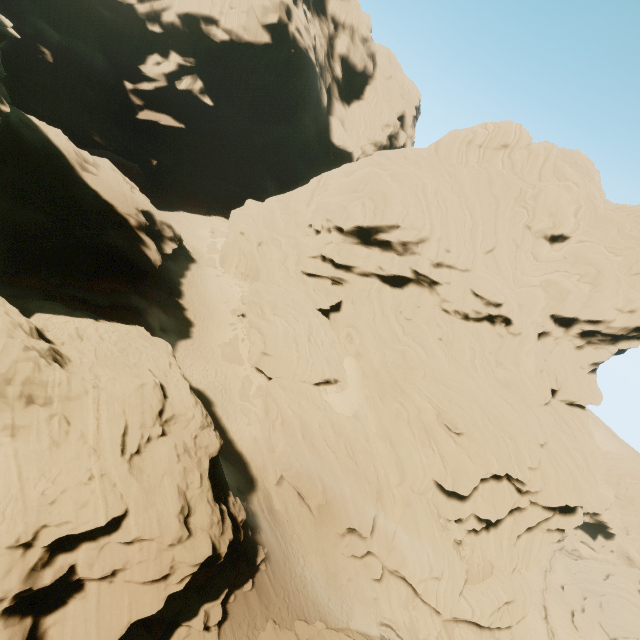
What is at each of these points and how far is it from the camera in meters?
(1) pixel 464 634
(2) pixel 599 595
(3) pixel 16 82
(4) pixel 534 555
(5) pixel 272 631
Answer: (1) rock, 28.2 m
(2) rock, 42.2 m
(3) rock, 38.5 m
(4) rock, 32.8 m
(5) rock, 18.3 m

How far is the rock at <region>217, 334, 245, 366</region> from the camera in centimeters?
3094cm

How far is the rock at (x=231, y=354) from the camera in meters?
30.9 m

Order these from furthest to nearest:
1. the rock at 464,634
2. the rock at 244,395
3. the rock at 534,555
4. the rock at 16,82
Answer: the rock at 244,395 < the rock at 464,634 < the rock at 534,555 < the rock at 16,82

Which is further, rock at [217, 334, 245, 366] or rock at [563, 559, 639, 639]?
rock at [563, 559, 639, 639]

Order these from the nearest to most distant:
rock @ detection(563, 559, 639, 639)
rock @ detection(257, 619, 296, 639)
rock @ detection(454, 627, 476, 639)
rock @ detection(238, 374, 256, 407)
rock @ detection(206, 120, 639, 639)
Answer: rock @ detection(257, 619, 296, 639) < rock @ detection(206, 120, 639, 639) < rock @ detection(454, 627, 476, 639) < rock @ detection(238, 374, 256, 407) < rock @ detection(563, 559, 639, 639)
